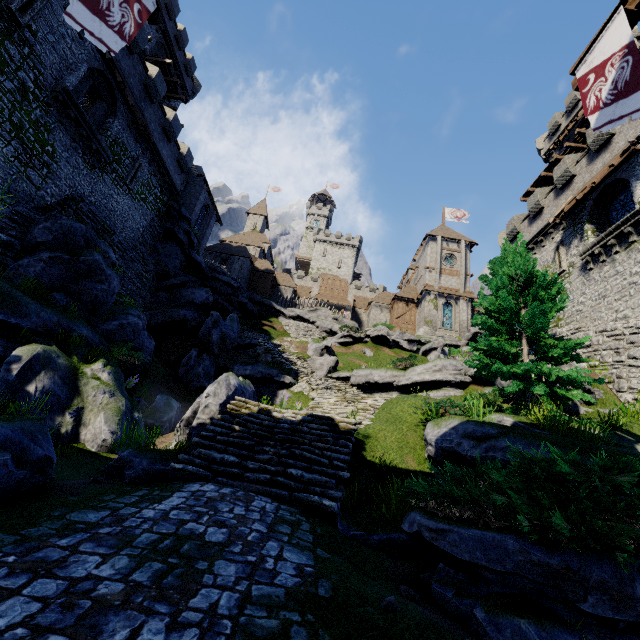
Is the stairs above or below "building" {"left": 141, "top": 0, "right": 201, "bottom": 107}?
below

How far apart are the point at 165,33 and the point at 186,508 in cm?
4225

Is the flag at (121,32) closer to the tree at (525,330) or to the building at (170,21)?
the tree at (525,330)

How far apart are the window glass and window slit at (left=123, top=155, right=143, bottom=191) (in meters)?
31.08

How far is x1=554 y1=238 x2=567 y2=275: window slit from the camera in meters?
21.6 m

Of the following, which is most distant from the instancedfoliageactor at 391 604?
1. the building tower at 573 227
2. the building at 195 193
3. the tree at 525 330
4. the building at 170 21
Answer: the building at 195 193

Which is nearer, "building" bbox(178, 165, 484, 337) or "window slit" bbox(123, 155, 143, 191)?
"window slit" bbox(123, 155, 143, 191)

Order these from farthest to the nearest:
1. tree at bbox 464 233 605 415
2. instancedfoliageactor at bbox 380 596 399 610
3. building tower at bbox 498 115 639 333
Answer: building tower at bbox 498 115 639 333 < tree at bbox 464 233 605 415 < instancedfoliageactor at bbox 380 596 399 610
